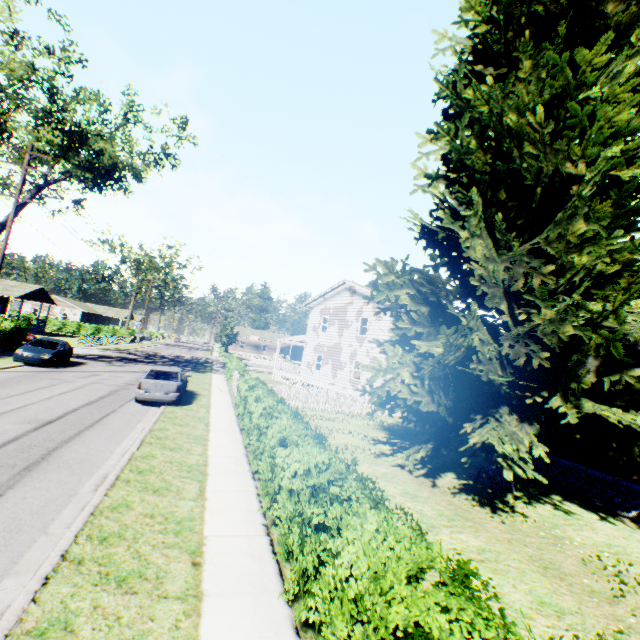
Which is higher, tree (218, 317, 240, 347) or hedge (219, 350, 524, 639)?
tree (218, 317, 240, 347)

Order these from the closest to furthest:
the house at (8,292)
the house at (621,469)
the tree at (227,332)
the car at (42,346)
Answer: the house at (621,469), the car at (42,346), the house at (8,292), the tree at (227,332)

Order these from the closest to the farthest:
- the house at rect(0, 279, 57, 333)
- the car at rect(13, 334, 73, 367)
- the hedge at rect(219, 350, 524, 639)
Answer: the hedge at rect(219, 350, 524, 639)
the car at rect(13, 334, 73, 367)
the house at rect(0, 279, 57, 333)

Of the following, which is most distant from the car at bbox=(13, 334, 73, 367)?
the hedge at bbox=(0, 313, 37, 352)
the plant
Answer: the plant

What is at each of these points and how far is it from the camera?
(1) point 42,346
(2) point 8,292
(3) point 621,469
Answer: (1) car, 20.47m
(2) house, 40.69m
(3) house, 10.38m

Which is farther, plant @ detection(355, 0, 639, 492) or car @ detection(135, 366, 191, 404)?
car @ detection(135, 366, 191, 404)

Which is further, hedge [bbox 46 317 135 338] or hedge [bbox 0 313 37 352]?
hedge [bbox 46 317 135 338]

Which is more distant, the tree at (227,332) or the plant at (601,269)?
the tree at (227,332)
